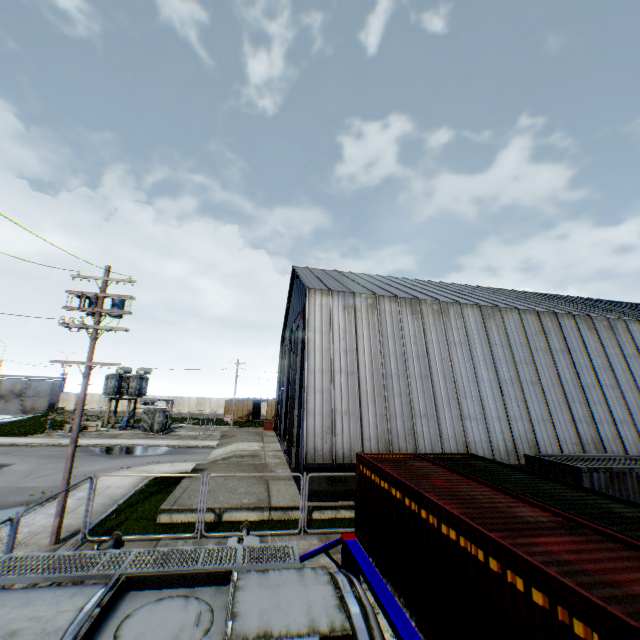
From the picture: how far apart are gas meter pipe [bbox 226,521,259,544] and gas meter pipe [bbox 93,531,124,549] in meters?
2.8 m

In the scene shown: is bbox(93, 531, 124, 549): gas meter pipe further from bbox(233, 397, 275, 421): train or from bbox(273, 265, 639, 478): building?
bbox(233, 397, 275, 421): train

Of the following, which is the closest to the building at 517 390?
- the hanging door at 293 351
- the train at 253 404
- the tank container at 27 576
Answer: the hanging door at 293 351

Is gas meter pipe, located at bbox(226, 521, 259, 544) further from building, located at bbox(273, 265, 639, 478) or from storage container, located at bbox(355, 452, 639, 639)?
building, located at bbox(273, 265, 639, 478)

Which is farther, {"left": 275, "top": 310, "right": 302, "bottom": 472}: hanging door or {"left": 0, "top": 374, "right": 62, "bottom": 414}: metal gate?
{"left": 0, "top": 374, "right": 62, "bottom": 414}: metal gate

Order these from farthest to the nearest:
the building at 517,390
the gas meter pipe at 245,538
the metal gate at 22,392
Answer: the metal gate at 22,392 < the building at 517,390 < the gas meter pipe at 245,538

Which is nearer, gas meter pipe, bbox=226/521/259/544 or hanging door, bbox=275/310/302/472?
gas meter pipe, bbox=226/521/259/544

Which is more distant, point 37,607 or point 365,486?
point 365,486
